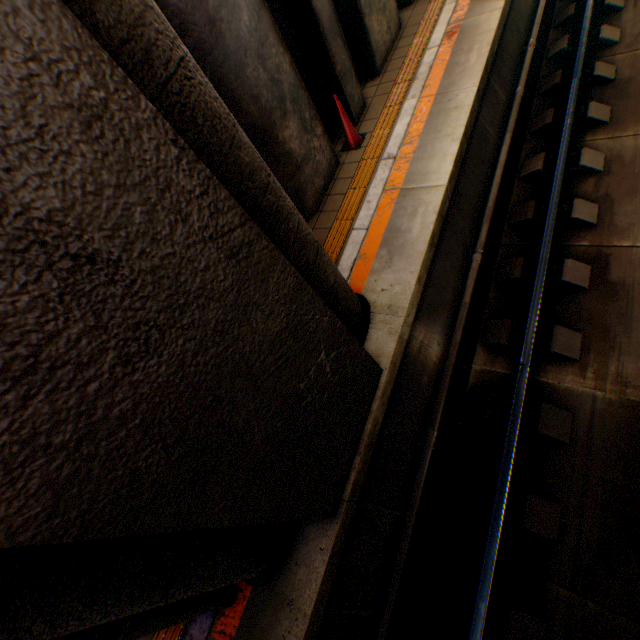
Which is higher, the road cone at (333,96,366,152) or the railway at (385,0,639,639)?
the road cone at (333,96,366,152)

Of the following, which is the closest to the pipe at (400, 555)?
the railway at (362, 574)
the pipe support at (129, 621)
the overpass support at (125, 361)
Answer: the railway at (362, 574)

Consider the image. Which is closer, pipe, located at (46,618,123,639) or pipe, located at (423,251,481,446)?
pipe, located at (46,618,123,639)

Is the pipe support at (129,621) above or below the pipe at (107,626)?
below

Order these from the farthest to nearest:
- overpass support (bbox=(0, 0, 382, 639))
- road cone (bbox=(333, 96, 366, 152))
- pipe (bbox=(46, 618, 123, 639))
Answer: road cone (bbox=(333, 96, 366, 152))
pipe (bbox=(46, 618, 123, 639))
overpass support (bbox=(0, 0, 382, 639))

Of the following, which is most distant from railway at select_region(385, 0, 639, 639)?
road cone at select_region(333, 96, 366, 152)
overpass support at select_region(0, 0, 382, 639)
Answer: road cone at select_region(333, 96, 366, 152)

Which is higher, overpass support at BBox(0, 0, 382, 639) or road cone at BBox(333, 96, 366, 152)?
overpass support at BBox(0, 0, 382, 639)

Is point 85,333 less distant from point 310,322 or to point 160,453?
point 160,453
